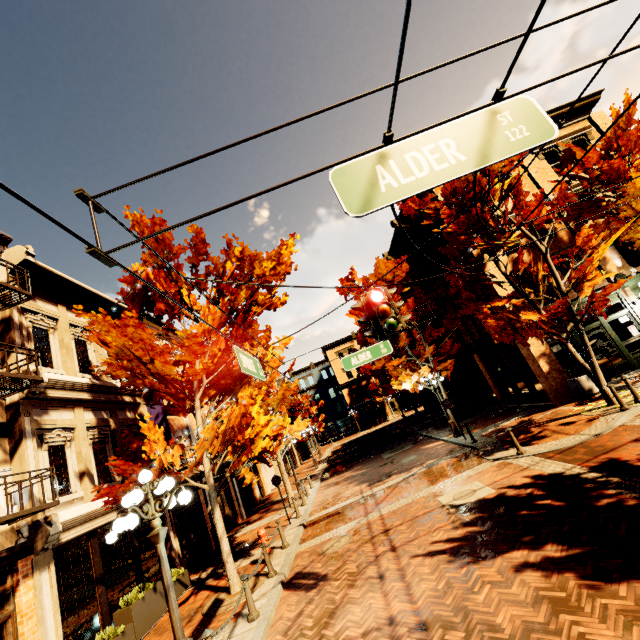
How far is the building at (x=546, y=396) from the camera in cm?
1454

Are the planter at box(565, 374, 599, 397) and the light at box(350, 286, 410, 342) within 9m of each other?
no

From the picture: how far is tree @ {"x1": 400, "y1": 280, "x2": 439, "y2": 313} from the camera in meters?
17.0 m

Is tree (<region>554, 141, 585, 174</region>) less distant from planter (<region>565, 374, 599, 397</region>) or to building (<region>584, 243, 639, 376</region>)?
building (<region>584, 243, 639, 376</region>)

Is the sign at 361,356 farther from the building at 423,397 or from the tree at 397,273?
the building at 423,397

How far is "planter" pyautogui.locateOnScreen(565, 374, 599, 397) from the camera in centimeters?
1332cm

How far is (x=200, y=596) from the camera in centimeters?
979cm

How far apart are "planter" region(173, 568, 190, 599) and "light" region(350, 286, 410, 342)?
10.6m
